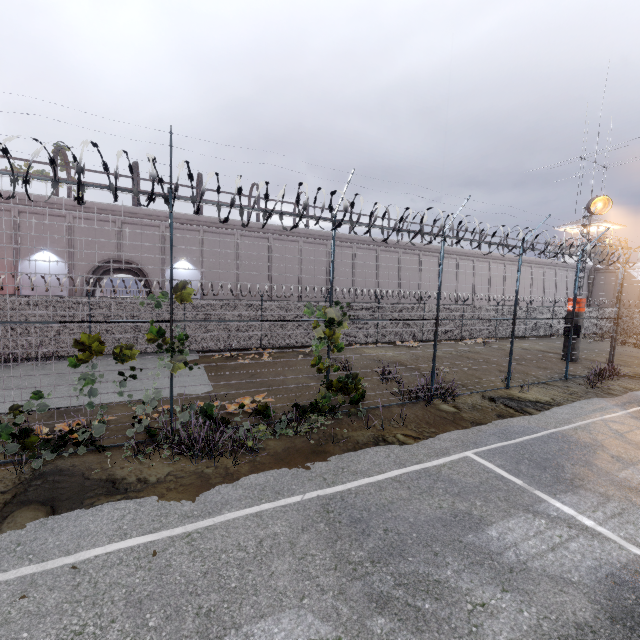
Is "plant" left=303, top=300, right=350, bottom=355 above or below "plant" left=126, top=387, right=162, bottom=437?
above

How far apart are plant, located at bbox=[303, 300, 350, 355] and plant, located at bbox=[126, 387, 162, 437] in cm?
357

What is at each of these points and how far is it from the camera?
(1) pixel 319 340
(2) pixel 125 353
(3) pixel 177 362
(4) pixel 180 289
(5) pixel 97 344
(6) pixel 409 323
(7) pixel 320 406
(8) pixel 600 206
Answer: (1) plant, 8.8m
(2) plant, 6.7m
(3) plant, 7.2m
(4) plant, 7.0m
(5) plant, 6.5m
(6) fence, 22.8m
(7) plant, 8.9m
(8) spotlight, 17.6m

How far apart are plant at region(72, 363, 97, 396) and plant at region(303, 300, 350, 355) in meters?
4.4

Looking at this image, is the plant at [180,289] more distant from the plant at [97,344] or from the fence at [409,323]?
the plant at [97,344]

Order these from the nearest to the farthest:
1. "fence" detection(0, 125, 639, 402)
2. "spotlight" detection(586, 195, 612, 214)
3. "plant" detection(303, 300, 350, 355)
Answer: "fence" detection(0, 125, 639, 402) < "plant" detection(303, 300, 350, 355) < "spotlight" detection(586, 195, 612, 214)

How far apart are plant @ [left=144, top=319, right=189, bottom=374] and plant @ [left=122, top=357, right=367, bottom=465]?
1.29m

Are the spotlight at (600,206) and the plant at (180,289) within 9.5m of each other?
no
